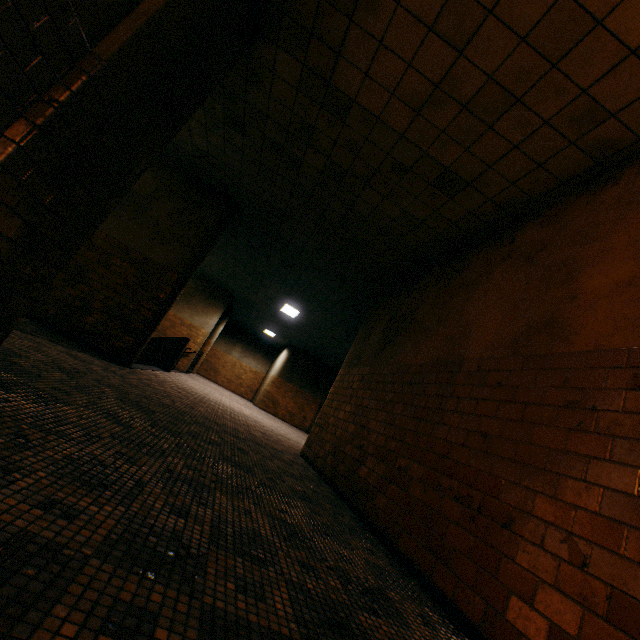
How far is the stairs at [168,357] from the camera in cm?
955

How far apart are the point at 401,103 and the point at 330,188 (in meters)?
1.87

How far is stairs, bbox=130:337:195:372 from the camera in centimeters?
955cm
